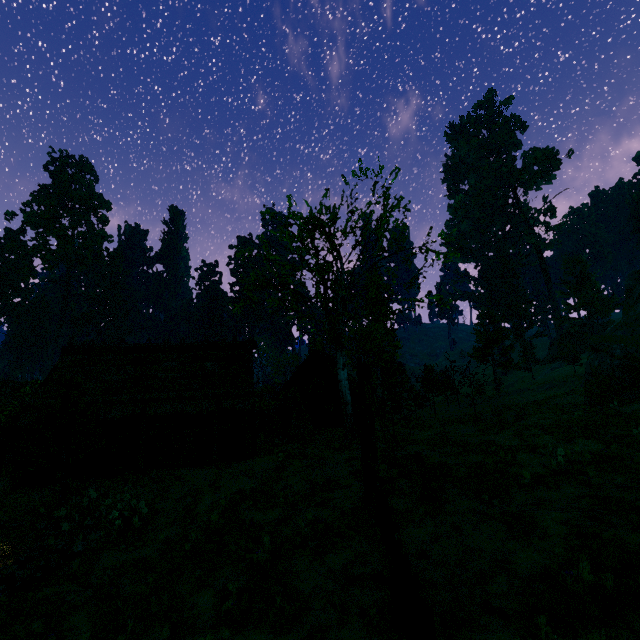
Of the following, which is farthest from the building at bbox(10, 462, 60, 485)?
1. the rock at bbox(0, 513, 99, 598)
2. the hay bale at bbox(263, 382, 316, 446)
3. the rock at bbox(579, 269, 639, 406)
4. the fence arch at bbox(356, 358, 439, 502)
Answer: the rock at bbox(579, 269, 639, 406)

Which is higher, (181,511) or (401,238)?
(401,238)

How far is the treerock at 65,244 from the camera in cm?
5785

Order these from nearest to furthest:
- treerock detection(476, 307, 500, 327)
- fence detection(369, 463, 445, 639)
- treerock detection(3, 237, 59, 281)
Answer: fence detection(369, 463, 445, 639) → treerock detection(476, 307, 500, 327) → treerock detection(3, 237, 59, 281)

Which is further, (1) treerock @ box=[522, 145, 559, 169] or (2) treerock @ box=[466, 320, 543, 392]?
(1) treerock @ box=[522, 145, 559, 169]

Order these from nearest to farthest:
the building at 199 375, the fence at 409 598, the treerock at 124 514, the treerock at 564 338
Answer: the fence at 409 598
the treerock at 124 514
the building at 199 375
the treerock at 564 338

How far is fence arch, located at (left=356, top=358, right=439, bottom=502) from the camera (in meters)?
8.60
